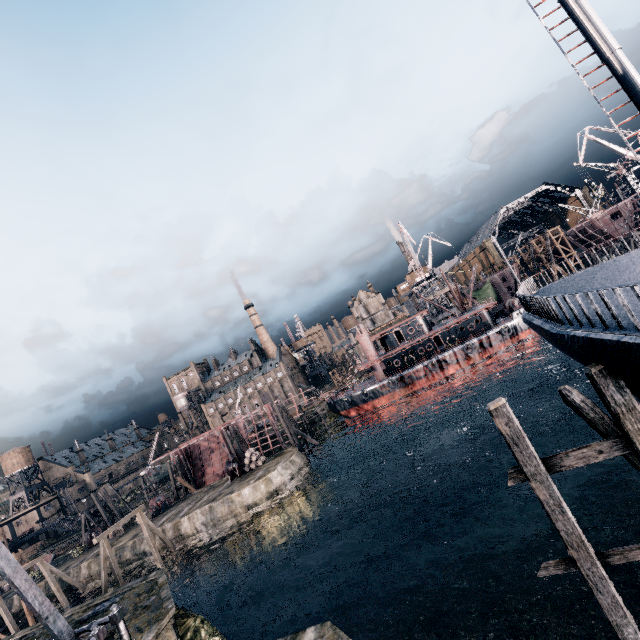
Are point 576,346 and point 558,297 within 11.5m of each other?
yes

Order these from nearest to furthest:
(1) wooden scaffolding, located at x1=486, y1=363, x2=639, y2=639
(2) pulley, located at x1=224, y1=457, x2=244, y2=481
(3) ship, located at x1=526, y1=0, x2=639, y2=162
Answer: (1) wooden scaffolding, located at x1=486, y1=363, x2=639, y2=639 → (3) ship, located at x1=526, y1=0, x2=639, y2=162 → (2) pulley, located at x1=224, y1=457, x2=244, y2=481

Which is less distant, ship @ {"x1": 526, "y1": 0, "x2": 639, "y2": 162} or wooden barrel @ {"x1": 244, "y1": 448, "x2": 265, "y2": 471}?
ship @ {"x1": 526, "y1": 0, "x2": 639, "y2": 162}

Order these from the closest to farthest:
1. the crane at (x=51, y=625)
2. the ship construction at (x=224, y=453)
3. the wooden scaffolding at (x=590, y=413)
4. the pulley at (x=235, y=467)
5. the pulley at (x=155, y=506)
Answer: the crane at (x=51, y=625)
the wooden scaffolding at (x=590, y=413)
the pulley at (x=235, y=467)
the pulley at (x=155, y=506)
the ship construction at (x=224, y=453)

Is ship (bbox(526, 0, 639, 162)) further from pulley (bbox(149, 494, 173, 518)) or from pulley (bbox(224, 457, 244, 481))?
pulley (bbox(149, 494, 173, 518))

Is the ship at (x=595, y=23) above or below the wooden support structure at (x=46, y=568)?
above

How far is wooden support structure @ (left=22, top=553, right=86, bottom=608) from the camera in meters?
35.9 m

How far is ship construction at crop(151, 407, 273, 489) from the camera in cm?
5573
